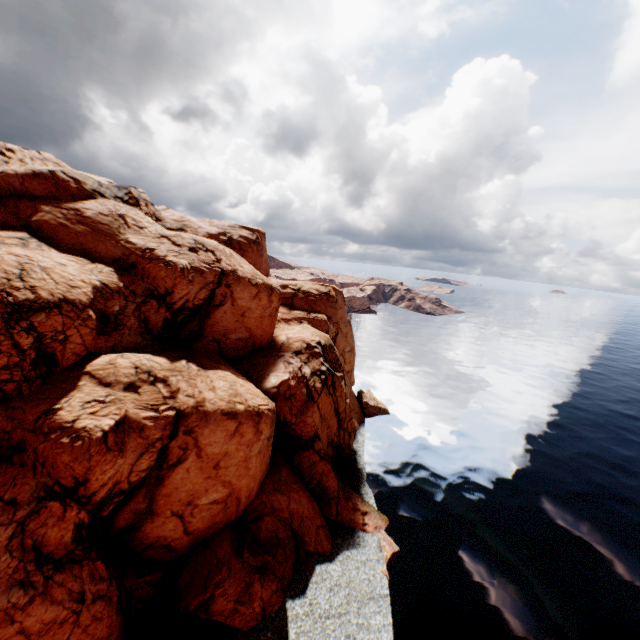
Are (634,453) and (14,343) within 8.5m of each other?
no
